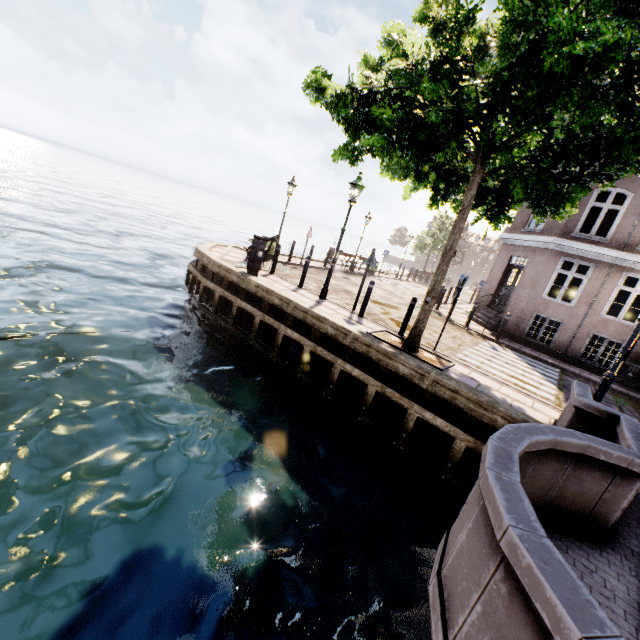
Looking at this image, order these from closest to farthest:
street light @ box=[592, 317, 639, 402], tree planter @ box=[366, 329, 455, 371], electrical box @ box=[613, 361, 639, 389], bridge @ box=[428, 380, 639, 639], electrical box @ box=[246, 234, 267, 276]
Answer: bridge @ box=[428, 380, 639, 639] → street light @ box=[592, 317, 639, 402] → tree planter @ box=[366, 329, 455, 371] → electrical box @ box=[246, 234, 267, 276] → electrical box @ box=[613, 361, 639, 389]

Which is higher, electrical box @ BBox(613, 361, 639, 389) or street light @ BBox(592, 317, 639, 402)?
street light @ BBox(592, 317, 639, 402)

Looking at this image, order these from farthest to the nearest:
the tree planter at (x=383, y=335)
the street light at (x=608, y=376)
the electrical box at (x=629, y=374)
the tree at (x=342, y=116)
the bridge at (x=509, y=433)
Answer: the electrical box at (x=629, y=374)
the tree planter at (x=383, y=335)
the street light at (x=608, y=376)
the tree at (x=342, y=116)
the bridge at (x=509, y=433)

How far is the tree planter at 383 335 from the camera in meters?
7.2 m

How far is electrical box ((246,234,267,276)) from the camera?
10.2m

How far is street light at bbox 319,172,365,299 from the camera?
9.20m

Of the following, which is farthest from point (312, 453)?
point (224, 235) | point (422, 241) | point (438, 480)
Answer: point (224, 235)

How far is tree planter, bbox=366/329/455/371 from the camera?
7.16m
